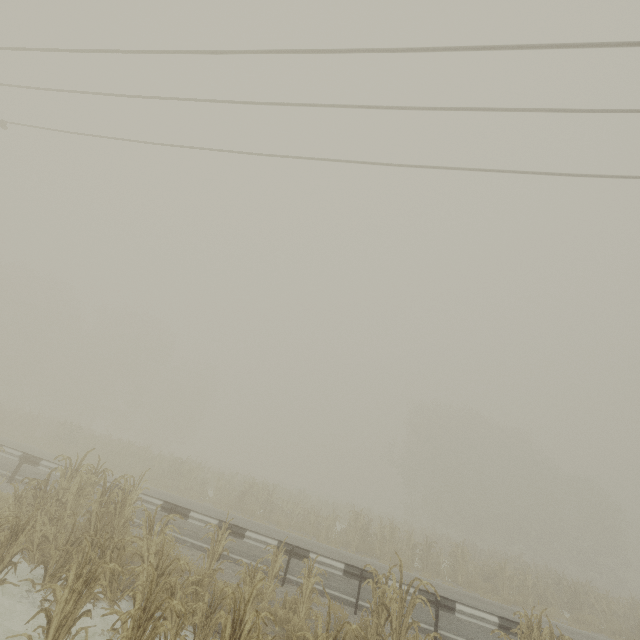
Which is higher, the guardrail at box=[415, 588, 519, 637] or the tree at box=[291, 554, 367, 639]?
the guardrail at box=[415, 588, 519, 637]

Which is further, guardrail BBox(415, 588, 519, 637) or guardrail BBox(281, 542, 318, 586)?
guardrail BBox(281, 542, 318, 586)

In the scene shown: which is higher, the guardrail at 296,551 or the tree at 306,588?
the guardrail at 296,551

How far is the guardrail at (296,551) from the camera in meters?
8.9 m

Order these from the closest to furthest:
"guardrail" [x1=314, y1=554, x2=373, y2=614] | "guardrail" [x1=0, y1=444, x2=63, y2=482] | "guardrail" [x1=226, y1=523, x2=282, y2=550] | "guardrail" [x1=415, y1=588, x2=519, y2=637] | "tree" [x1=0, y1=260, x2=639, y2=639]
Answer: "tree" [x1=0, y1=260, x2=639, y2=639], "guardrail" [x1=415, y1=588, x2=519, y2=637], "guardrail" [x1=314, y1=554, x2=373, y2=614], "guardrail" [x1=226, y1=523, x2=282, y2=550], "guardrail" [x1=0, y1=444, x2=63, y2=482]

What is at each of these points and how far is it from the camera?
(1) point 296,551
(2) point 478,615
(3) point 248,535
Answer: (1) guardrail, 9.30m
(2) guardrail, 8.20m
(3) guardrail, 9.62m

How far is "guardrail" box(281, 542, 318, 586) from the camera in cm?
892
